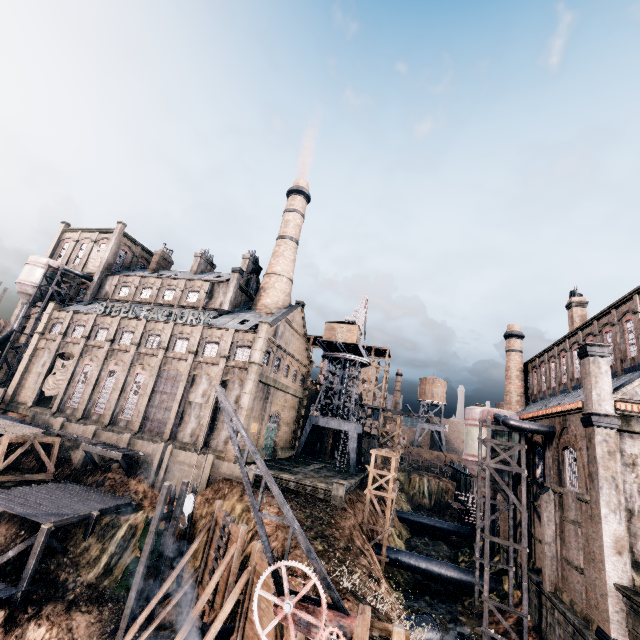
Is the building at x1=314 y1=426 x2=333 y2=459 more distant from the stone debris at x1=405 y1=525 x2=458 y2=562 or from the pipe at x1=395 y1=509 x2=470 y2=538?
the stone debris at x1=405 y1=525 x2=458 y2=562

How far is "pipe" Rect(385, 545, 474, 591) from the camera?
30.2m

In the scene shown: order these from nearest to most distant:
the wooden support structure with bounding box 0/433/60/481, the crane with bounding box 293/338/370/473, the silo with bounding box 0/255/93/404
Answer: the wooden support structure with bounding box 0/433/60/481, the crane with bounding box 293/338/370/473, the silo with bounding box 0/255/93/404

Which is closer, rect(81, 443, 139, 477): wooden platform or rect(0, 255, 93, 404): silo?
rect(81, 443, 139, 477): wooden platform

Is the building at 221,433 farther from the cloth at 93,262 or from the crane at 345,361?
the crane at 345,361

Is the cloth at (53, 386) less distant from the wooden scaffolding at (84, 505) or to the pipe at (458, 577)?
the wooden scaffolding at (84, 505)

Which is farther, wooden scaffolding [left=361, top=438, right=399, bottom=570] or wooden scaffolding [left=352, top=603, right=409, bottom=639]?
wooden scaffolding [left=361, top=438, right=399, bottom=570]

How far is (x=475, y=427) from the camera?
32.3 meters
